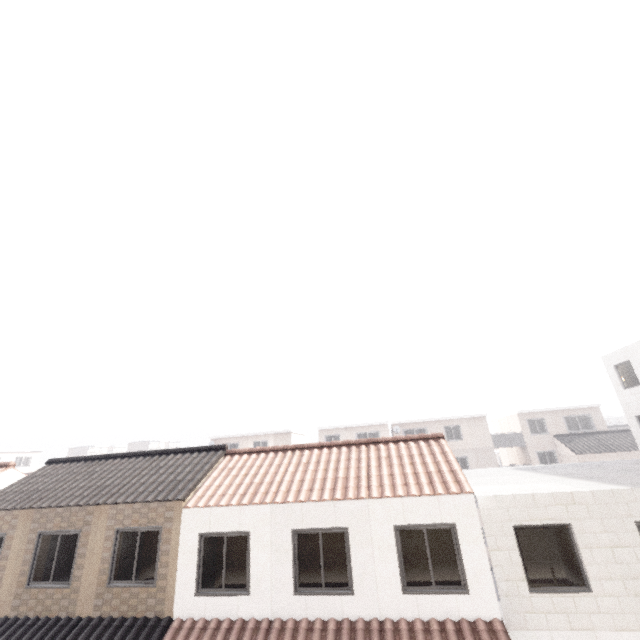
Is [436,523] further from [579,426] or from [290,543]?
[579,426]

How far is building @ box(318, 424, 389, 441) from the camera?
33.4m

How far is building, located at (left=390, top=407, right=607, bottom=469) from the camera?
30.94m

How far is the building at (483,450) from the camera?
30.9 meters

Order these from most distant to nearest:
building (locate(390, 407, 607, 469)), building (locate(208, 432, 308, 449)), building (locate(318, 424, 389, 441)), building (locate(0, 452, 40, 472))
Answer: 1. building (locate(0, 452, 40, 472))
2. building (locate(208, 432, 308, 449))
3. building (locate(318, 424, 389, 441))
4. building (locate(390, 407, 607, 469))

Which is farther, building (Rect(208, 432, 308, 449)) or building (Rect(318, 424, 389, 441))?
building (Rect(208, 432, 308, 449))

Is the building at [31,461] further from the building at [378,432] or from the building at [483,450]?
the building at [483,450]
